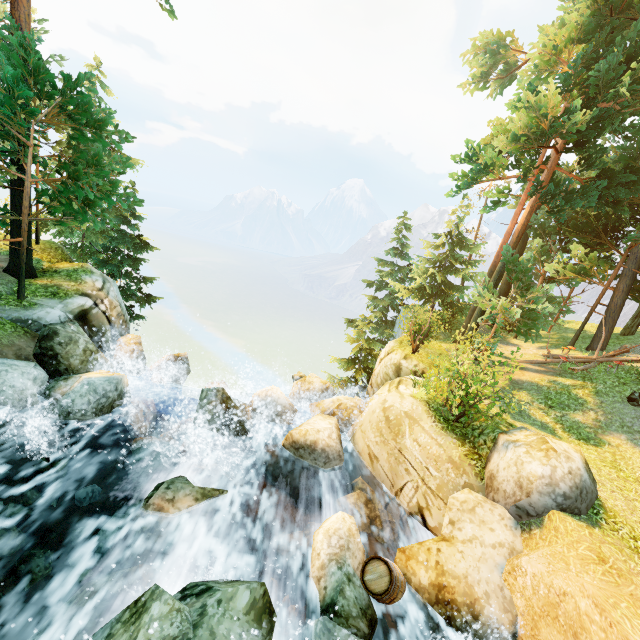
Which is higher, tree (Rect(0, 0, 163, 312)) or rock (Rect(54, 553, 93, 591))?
tree (Rect(0, 0, 163, 312))

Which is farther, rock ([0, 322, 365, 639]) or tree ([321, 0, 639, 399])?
tree ([321, 0, 639, 399])

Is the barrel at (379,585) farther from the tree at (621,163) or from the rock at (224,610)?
the tree at (621,163)

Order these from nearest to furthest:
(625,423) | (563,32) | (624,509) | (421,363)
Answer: (624,509) → (625,423) → (563,32) → (421,363)

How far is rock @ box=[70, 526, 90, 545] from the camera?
6.8 meters

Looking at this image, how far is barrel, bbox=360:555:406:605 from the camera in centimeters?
579cm
